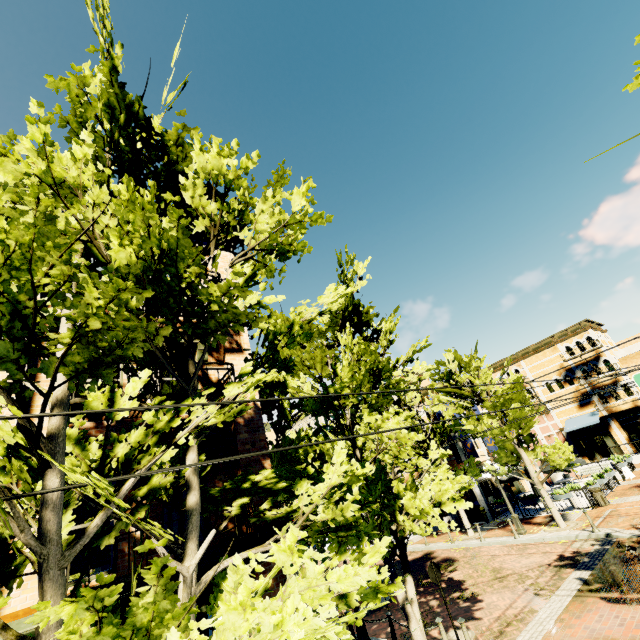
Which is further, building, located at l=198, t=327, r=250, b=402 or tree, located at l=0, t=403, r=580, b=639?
building, located at l=198, t=327, r=250, b=402

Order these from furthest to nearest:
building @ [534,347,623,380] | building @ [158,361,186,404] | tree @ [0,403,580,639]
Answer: building @ [534,347,623,380]
building @ [158,361,186,404]
tree @ [0,403,580,639]

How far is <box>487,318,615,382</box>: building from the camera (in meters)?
31.44

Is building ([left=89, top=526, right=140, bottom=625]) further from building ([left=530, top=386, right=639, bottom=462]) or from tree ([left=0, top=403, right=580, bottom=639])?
building ([left=530, top=386, right=639, bottom=462])

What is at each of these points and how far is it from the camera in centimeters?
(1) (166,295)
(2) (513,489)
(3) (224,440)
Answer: (1) tree, 412cm
(2) building, 2591cm
(3) building, 822cm

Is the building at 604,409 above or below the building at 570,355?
below

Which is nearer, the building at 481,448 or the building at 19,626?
the building at 19,626
